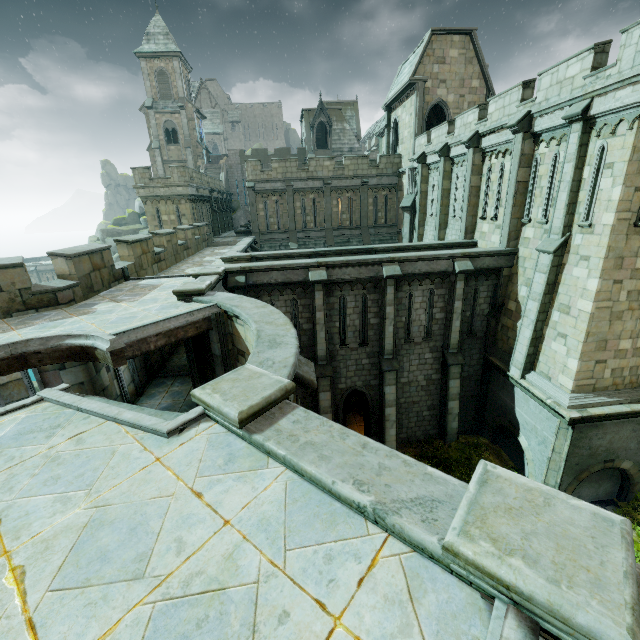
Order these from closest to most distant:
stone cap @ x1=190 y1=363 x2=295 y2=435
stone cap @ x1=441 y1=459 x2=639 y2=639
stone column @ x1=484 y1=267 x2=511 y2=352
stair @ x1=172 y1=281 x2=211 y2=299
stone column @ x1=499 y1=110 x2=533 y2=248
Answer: stone cap @ x1=441 y1=459 x2=639 y2=639
stone cap @ x1=190 y1=363 x2=295 y2=435
stair @ x1=172 y1=281 x2=211 y2=299
stone column @ x1=499 y1=110 x2=533 y2=248
stone column @ x1=484 y1=267 x2=511 y2=352

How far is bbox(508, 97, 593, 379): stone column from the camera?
10.8 meters

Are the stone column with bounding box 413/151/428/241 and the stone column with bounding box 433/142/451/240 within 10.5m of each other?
yes

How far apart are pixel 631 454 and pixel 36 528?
18.1m

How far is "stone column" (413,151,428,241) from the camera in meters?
22.5 m

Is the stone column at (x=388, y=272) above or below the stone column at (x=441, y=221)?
below

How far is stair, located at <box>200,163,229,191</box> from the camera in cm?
4302

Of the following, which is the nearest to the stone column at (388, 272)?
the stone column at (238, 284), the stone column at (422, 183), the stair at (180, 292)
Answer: the stone column at (238, 284)
